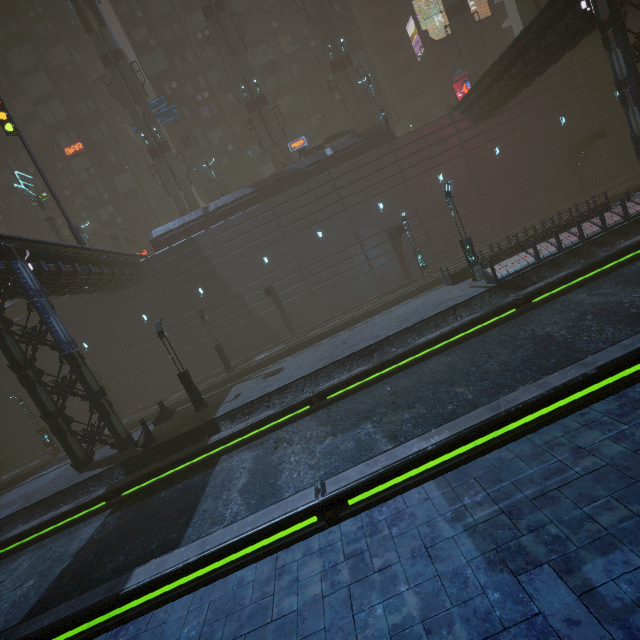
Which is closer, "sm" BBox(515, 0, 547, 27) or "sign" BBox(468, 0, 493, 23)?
"sm" BBox(515, 0, 547, 27)

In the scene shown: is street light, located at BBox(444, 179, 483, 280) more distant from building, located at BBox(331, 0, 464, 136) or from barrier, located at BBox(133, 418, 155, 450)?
barrier, located at BBox(133, 418, 155, 450)

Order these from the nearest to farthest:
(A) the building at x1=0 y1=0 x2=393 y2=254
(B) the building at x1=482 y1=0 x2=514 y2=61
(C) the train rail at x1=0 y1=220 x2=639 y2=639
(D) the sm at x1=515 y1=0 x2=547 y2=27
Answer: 1. (C) the train rail at x1=0 y1=220 x2=639 y2=639
2. (D) the sm at x1=515 y1=0 x2=547 y2=27
3. (A) the building at x1=0 y1=0 x2=393 y2=254
4. (B) the building at x1=482 y1=0 x2=514 y2=61

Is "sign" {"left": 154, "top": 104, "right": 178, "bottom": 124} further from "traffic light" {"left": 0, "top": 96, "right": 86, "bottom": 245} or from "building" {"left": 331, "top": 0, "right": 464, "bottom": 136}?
"traffic light" {"left": 0, "top": 96, "right": 86, "bottom": 245}

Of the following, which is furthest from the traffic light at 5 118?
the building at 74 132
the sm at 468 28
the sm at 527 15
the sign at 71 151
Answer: the sm at 468 28

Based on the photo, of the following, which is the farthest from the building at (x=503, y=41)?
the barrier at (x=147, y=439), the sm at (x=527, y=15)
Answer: the sm at (x=527, y=15)

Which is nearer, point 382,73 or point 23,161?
point 23,161

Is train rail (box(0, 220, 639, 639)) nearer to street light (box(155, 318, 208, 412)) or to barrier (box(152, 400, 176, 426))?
street light (box(155, 318, 208, 412))
